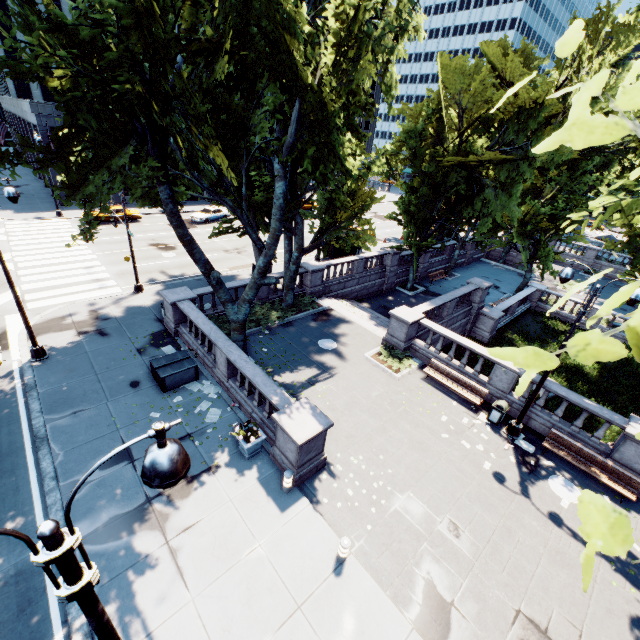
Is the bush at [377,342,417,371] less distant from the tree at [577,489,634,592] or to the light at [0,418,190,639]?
the tree at [577,489,634,592]

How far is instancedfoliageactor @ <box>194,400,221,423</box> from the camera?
12.4m

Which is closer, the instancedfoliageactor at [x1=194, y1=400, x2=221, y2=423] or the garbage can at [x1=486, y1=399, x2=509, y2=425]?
the instancedfoliageactor at [x1=194, y1=400, x2=221, y2=423]

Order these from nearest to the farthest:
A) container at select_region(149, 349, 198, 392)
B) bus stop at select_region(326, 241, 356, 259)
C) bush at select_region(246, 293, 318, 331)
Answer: container at select_region(149, 349, 198, 392) → bush at select_region(246, 293, 318, 331) → bus stop at select_region(326, 241, 356, 259)

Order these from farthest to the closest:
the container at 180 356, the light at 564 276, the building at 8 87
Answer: the building at 8 87 < the container at 180 356 < the light at 564 276

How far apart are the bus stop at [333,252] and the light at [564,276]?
19.90m

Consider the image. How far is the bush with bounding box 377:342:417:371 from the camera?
16.6 meters

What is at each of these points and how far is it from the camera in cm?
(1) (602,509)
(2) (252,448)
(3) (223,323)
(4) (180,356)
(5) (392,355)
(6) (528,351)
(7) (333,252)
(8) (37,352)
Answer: (1) tree, 105
(2) planter, 1101
(3) bush, 1755
(4) container, 1419
(5) bush, 1744
(6) tree, 115
(7) bus stop, 2964
(8) light, 1422
